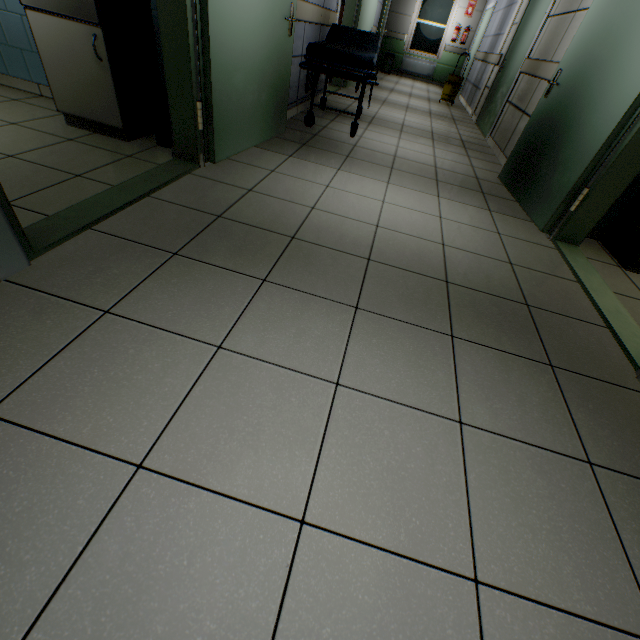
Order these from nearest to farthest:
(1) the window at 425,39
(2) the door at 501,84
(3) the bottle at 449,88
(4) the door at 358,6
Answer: (2) the door at 501,84 → (4) the door at 358,6 → (3) the bottle at 449,88 → (1) the window at 425,39

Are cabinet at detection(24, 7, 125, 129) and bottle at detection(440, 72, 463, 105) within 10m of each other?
yes

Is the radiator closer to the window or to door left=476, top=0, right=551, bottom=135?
the window

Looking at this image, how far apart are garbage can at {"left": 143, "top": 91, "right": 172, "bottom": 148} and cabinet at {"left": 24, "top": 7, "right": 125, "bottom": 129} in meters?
0.2 m

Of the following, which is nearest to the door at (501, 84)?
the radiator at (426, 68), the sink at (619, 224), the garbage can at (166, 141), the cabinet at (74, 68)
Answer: the sink at (619, 224)

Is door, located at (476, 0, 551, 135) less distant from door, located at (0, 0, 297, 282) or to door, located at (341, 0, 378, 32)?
door, located at (341, 0, 378, 32)

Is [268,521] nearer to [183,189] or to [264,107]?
[183,189]

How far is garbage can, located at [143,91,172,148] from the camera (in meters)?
2.52
